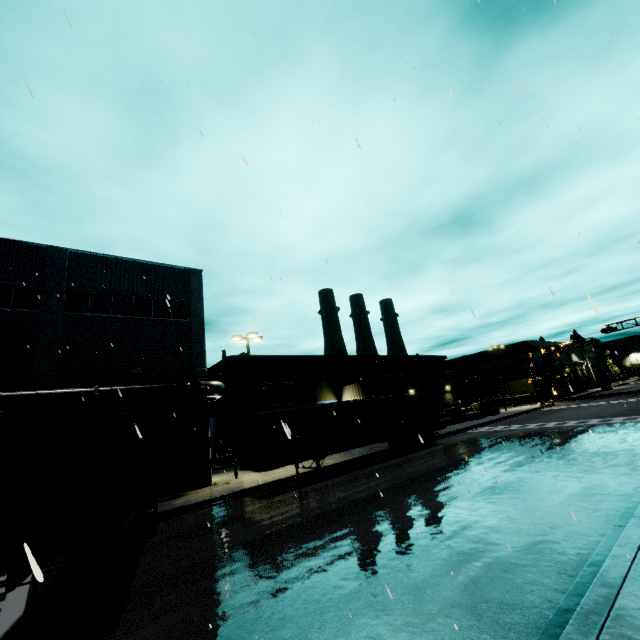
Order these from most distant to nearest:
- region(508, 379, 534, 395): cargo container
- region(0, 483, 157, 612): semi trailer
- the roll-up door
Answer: region(508, 379, 534, 395): cargo container
the roll-up door
region(0, 483, 157, 612): semi trailer

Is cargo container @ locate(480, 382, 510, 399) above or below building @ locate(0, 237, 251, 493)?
below

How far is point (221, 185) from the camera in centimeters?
1162cm

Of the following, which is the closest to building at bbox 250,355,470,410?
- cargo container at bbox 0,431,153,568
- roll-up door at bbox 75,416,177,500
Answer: roll-up door at bbox 75,416,177,500

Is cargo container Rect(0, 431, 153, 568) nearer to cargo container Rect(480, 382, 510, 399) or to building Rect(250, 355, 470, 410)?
building Rect(250, 355, 470, 410)

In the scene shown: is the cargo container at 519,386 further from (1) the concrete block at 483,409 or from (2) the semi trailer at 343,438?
(2) the semi trailer at 343,438

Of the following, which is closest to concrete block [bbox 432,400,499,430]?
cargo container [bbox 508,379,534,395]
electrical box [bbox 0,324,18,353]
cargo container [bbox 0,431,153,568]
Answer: cargo container [bbox 508,379,534,395]

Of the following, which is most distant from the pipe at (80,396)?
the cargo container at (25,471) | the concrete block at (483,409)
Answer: the concrete block at (483,409)
